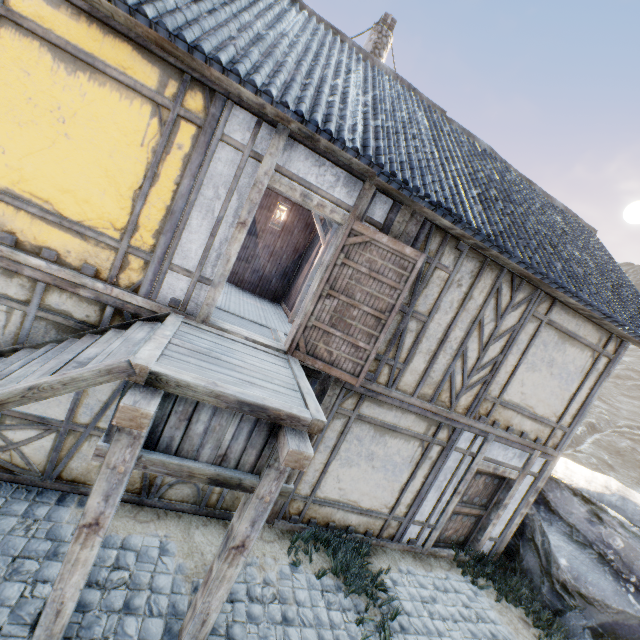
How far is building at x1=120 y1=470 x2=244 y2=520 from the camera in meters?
4.9

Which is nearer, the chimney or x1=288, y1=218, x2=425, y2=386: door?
x1=288, y1=218, x2=425, y2=386: door

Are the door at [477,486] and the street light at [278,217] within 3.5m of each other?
no

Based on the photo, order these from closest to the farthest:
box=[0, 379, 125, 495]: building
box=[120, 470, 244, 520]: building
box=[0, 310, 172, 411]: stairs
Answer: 1. box=[0, 310, 172, 411]: stairs
2. box=[0, 379, 125, 495]: building
3. box=[120, 470, 244, 520]: building

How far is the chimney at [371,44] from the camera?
9.60m

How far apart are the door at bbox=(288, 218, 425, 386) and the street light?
2.81m

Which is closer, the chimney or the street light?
the street light

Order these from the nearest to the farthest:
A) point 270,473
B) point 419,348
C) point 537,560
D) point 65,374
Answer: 1. point 65,374
2. point 270,473
3. point 419,348
4. point 537,560
